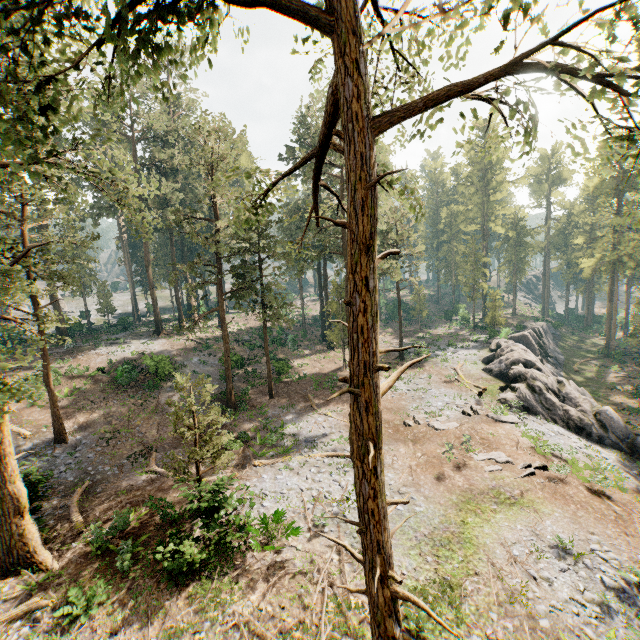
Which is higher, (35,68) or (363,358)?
(35,68)

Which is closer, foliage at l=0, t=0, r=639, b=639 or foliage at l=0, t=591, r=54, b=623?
foliage at l=0, t=0, r=639, b=639

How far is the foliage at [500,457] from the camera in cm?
1805

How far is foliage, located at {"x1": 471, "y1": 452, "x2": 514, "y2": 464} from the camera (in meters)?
18.05

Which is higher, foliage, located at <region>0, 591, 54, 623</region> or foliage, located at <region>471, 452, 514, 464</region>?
foliage, located at <region>0, 591, 54, 623</region>

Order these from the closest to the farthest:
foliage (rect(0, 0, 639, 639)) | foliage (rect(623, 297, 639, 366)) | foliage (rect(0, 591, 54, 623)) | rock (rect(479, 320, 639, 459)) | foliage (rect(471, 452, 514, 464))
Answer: foliage (rect(0, 0, 639, 639))
foliage (rect(0, 591, 54, 623))
foliage (rect(471, 452, 514, 464))
rock (rect(479, 320, 639, 459))
foliage (rect(623, 297, 639, 366))

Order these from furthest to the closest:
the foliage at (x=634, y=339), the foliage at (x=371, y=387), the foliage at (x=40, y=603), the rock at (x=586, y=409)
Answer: the foliage at (x=634, y=339), the rock at (x=586, y=409), the foliage at (x=40, y=603), the foliage at (x=371, y=387)
